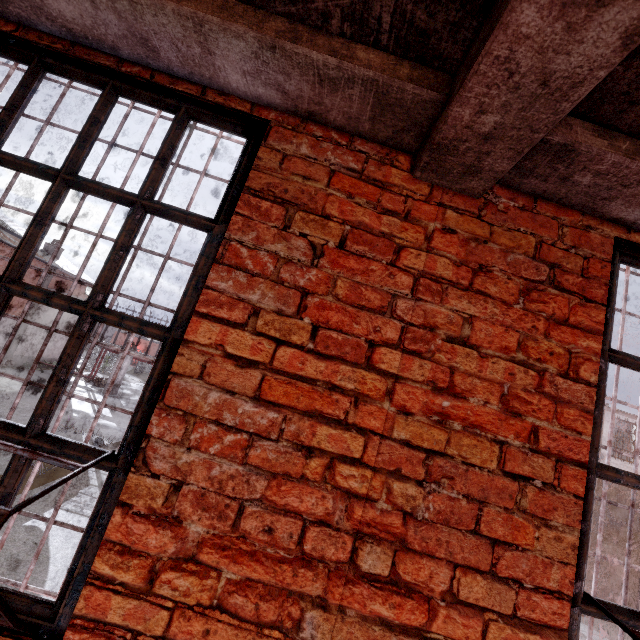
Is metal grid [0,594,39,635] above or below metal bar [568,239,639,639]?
below

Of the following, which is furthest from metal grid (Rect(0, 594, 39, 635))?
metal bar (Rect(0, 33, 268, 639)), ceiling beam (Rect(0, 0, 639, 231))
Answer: ceiling beam (Rect(0, 0, 639, 231))

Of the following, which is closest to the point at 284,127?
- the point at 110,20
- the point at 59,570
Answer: the point at 110,20

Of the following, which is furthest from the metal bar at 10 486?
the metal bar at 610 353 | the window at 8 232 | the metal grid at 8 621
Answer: the window at 8 232

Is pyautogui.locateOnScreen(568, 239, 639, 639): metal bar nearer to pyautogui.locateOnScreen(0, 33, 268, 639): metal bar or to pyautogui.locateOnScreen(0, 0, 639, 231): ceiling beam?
pyautogui.locateOnScreen(0, 0, 639, 231): ceiling beam

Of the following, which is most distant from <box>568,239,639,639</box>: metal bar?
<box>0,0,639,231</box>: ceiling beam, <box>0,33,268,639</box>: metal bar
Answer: <box>0,33,268,639</box>: metal bar

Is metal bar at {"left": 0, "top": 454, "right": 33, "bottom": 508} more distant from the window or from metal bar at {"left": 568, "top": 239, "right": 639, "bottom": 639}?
the window

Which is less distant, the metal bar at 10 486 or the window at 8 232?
the metal bar at 10 486
